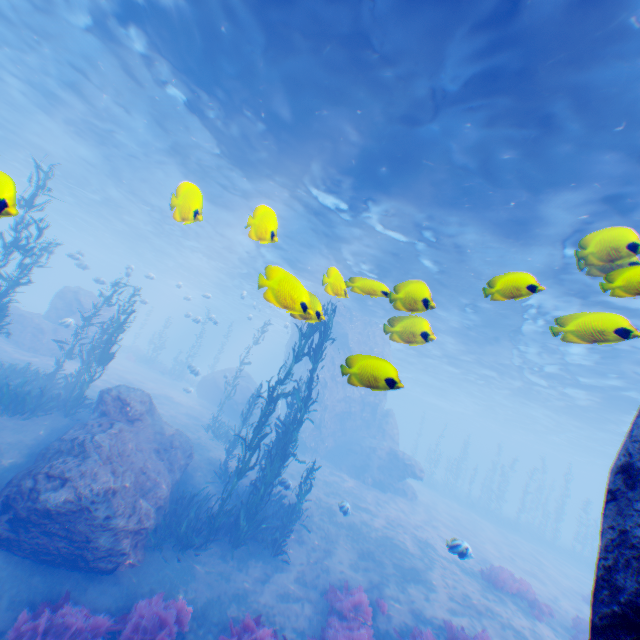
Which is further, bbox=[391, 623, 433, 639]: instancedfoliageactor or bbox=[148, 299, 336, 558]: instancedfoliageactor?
bbox=[148, 299, 336, 558]: instancedfoliageactor

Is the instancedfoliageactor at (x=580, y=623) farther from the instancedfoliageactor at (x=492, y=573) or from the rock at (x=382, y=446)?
the rock at (x=382, y=446)

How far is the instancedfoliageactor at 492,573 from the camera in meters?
12.8 m

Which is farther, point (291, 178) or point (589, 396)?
point (589, 396)

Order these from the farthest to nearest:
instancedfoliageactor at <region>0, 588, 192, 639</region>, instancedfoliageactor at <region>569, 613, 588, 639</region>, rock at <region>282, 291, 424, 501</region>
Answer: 1. instancedfoliageactor at <region>569, 613, 588, 639</region>
2. instancedfoliageactor at <region>0, 588, 192, 639</region>
3. rock at <region>282, 291, 424, 501</region>

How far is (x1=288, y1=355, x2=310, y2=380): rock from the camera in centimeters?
2578cm

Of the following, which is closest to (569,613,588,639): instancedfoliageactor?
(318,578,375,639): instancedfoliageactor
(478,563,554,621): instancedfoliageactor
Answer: (478,563,554,621): instancedfoliageactor

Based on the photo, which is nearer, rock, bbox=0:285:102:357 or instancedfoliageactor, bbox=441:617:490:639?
instancedfoliageactor, bbox=441:617:490:639
